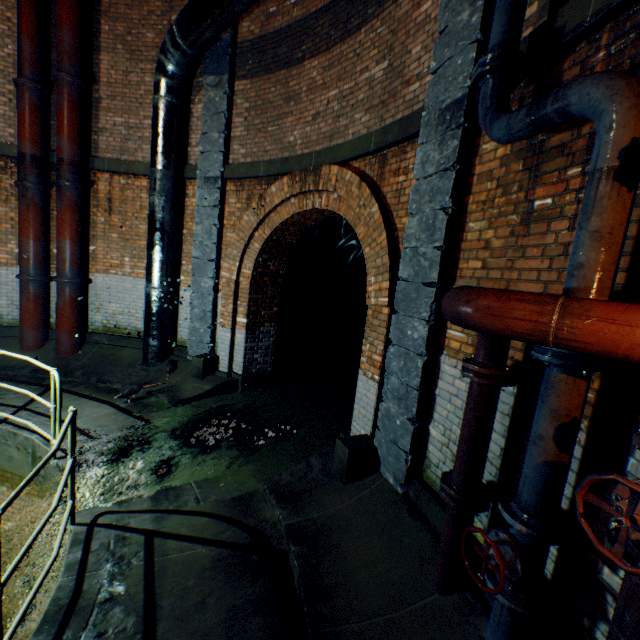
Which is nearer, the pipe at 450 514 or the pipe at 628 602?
the pipe at 628 602

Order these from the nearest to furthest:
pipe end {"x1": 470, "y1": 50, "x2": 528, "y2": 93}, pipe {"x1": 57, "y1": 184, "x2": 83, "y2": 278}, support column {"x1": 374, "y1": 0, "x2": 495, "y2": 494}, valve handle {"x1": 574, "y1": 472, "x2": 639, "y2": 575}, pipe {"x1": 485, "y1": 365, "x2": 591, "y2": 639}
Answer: valve handle {"x1": 574, "y1": 472, "x2": 639, "y2": 575} → pipe {"x1": 485, "y1": 365, "x2": 591, "y2": 639} → pipe end {"x1": 470, "y1": 50, "x2": 528, "y2": 93} → support column {"x1": 374, "y1": 0, "x2": 495, "y2": 494} → pipe {"x1": 57, "y1": 184, "x2": 83, "y2": 278}

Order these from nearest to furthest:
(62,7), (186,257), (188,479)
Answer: (188,479)
(62,7)
(186,257)

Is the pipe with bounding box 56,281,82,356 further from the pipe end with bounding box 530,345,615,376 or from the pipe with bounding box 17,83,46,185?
the pipe end with bounding box 530,345,615,376

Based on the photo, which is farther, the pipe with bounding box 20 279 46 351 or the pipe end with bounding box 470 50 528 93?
the pipe with bounding box 20 279 46 351

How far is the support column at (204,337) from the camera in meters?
6.7 m

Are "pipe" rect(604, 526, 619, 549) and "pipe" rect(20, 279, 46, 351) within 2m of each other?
no

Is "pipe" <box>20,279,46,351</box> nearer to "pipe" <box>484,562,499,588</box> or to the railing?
the railing
